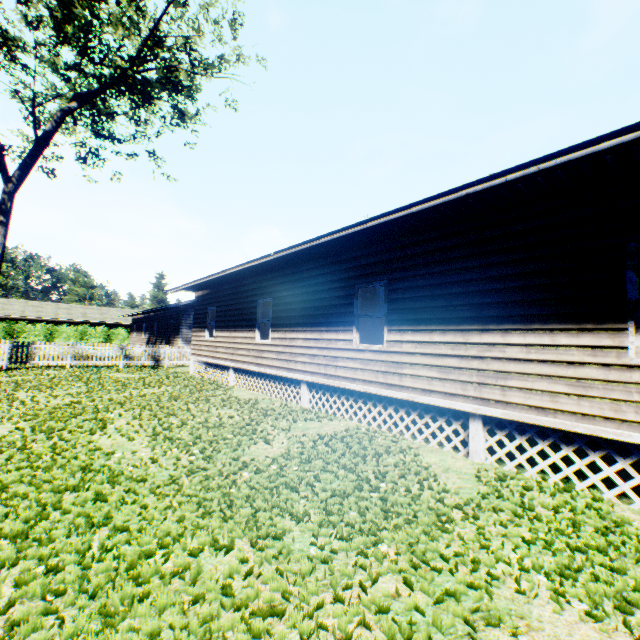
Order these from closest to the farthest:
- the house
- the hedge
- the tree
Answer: the house < the tree < the hedge

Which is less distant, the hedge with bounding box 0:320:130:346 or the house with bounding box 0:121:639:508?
the house with bounding box 0:121:639:508

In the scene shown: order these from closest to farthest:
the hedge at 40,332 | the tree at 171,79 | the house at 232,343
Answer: the house at 232,343, the tree at 171,79, the hedge at 40,332

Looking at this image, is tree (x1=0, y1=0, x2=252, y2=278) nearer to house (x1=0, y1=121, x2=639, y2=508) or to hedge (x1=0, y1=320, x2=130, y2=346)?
house (x1=0, y1=121, x2=639, y2=508)

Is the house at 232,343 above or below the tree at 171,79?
below

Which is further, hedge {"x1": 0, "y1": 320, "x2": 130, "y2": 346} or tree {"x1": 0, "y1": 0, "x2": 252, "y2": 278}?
hedge {"x1": 0, "y1": 320, "x2": 130, "y2": 346}

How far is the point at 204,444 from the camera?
5.74m

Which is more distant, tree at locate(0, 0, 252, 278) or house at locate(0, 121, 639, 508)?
tree at locate(0, 0, 252, 278)
